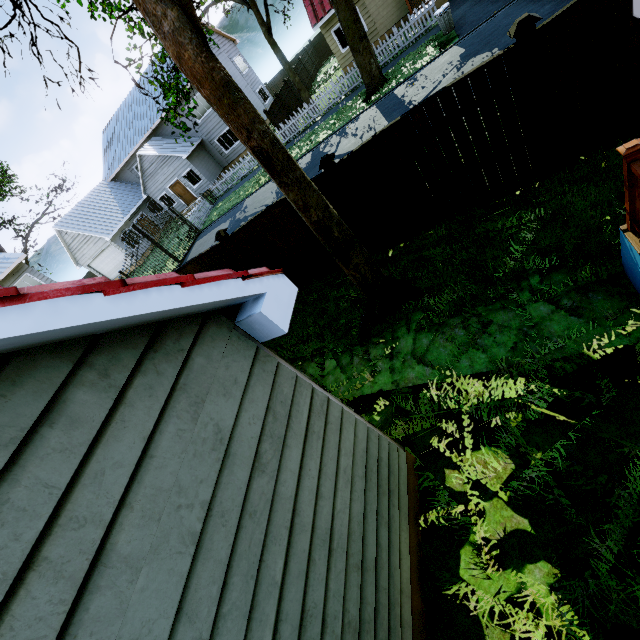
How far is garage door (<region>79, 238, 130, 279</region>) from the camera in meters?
28.4

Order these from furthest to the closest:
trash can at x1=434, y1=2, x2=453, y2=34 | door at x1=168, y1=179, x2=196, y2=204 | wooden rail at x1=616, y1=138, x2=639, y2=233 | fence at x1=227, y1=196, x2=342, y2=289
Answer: door at x1=168, y1=179, x2=196, y2=204 → trash can at x1=434, y1=2, x2=453, y2=34 → fence at x1=227, y1=196, x2=342, y2=289 → wooden rail at x1=616, y1=138, x2=639, y2=233

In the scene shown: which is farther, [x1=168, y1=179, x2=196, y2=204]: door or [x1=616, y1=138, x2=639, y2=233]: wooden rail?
[x1=168, y1=179, x2=196, y2=204]: door

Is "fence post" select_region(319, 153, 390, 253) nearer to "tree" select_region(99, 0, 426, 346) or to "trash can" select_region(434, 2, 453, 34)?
"tree" select_region(99, 0, 426, 346)

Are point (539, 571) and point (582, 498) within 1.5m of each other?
yes

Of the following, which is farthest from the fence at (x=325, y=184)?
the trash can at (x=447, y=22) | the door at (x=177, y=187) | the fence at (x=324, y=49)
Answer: the fence at (x=324, y=49)

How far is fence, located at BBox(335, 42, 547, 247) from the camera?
5.0 meters

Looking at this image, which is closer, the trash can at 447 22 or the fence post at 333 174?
the fence post at 333 174
